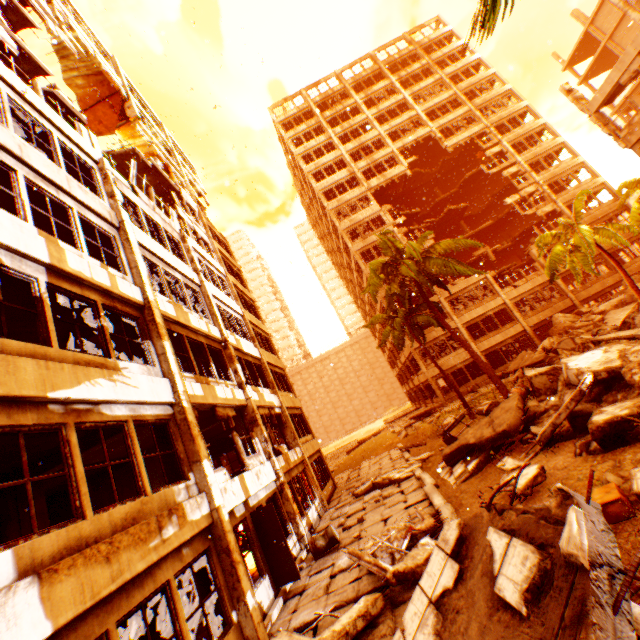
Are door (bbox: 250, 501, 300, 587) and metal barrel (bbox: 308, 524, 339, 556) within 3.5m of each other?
yes

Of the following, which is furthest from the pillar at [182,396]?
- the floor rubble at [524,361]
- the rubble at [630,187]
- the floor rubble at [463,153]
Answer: the rubble at [630,187]

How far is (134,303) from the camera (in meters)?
8.95

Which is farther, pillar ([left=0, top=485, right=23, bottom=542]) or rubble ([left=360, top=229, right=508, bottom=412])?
rubble ([left=360, top=229, right=508, bottom=412])

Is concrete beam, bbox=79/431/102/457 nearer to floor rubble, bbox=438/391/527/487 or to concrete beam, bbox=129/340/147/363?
concrete beam, bbox=129/340/147/363

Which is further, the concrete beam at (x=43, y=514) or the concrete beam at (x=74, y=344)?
the concrete beam at (x=74, y=344)

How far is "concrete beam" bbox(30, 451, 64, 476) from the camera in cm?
848

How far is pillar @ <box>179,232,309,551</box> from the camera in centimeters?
1176cm
